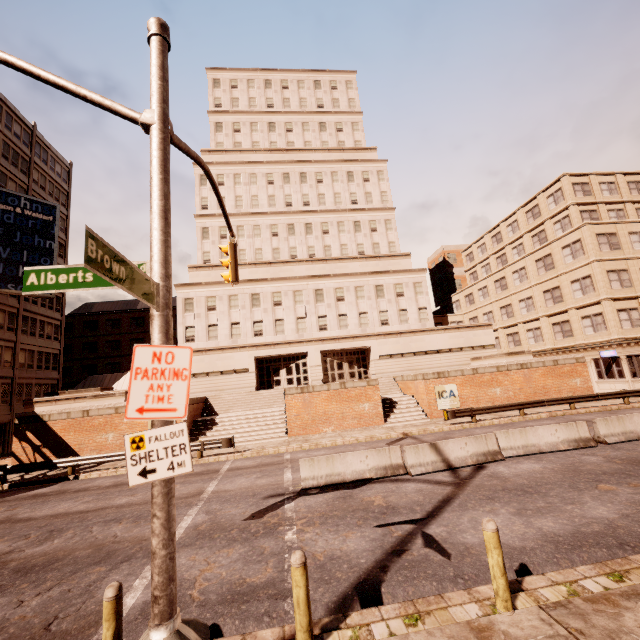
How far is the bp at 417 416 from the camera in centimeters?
2370cm

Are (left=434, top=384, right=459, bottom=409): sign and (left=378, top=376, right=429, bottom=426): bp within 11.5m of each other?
yes

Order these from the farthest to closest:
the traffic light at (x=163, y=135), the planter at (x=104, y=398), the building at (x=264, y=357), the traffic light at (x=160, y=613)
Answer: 1. the building at (x=264, y=357)
2. the planter at (x=104, y=398)
3. the traffic light at (x=163, y=135)
4. the traffic light at (x=160, y=613)

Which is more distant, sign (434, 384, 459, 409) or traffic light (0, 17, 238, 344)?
sign (434, 384, 459, 409)

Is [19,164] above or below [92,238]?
above

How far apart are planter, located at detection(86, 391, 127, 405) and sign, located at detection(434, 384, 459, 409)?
22.5 meters

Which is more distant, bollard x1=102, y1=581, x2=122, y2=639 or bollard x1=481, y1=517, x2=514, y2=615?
bollard x1=481, y1=517, x2=514, y2=615

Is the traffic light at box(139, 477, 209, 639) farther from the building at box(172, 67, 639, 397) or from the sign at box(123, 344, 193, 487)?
the building at box(172, 67, 639, 397)
